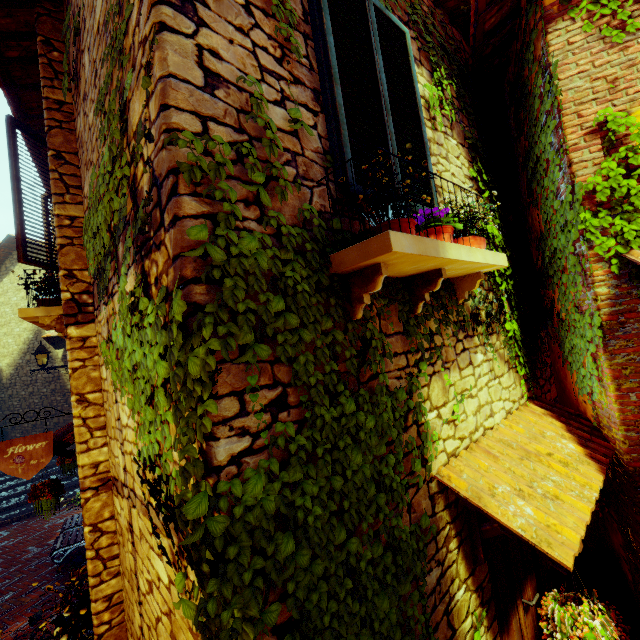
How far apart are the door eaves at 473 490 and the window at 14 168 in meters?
4.5

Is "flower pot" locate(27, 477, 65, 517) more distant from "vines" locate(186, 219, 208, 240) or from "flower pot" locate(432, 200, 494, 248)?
"flower pot" locate(432, 200, 494, 248)

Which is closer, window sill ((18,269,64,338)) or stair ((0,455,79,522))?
window sill ((18,269,64,338))

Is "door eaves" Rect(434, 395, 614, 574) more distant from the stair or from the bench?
the stair

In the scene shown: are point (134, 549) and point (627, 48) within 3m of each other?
no

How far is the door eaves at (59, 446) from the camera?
4.17m

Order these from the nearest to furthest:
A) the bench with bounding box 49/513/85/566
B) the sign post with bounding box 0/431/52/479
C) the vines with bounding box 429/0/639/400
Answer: the vines with bounding box 429/0/639/400
the sign post with bounding box 0/431/52/479
the bench with bounding box 49/513/85/566

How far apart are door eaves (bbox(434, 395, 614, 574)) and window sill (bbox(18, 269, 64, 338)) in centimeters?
421cm
